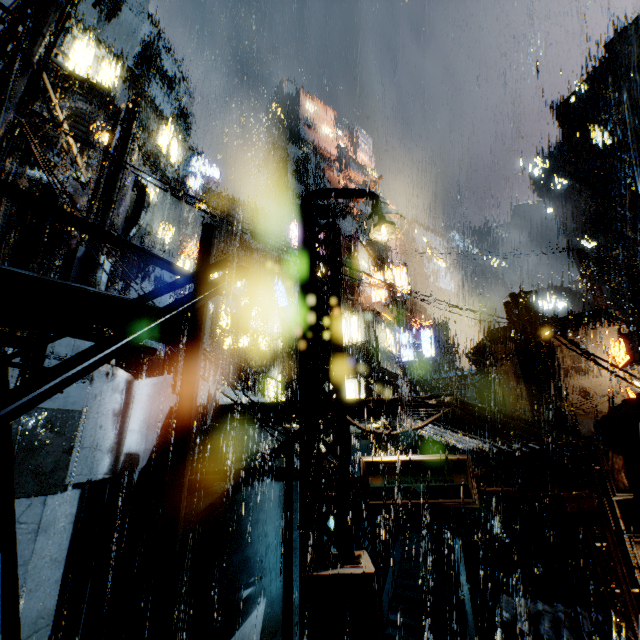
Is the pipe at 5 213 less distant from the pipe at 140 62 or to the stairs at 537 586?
the pipe at 140 62

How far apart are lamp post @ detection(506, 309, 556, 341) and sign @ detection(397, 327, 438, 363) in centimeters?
1973cm

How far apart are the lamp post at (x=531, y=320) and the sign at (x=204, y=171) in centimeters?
2803cm

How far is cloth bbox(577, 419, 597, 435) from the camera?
20.9 meters

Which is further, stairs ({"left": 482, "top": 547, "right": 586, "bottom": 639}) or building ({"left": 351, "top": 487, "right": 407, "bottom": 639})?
stairs ({"left": 482, "top": 547, "right": 586, "bottom": 639})

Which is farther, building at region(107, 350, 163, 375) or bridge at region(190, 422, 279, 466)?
building at region(107, 350, 163, 375)

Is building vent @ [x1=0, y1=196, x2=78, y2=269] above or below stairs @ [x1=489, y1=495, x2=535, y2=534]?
above

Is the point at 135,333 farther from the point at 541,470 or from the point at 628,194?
the point at 628,194
